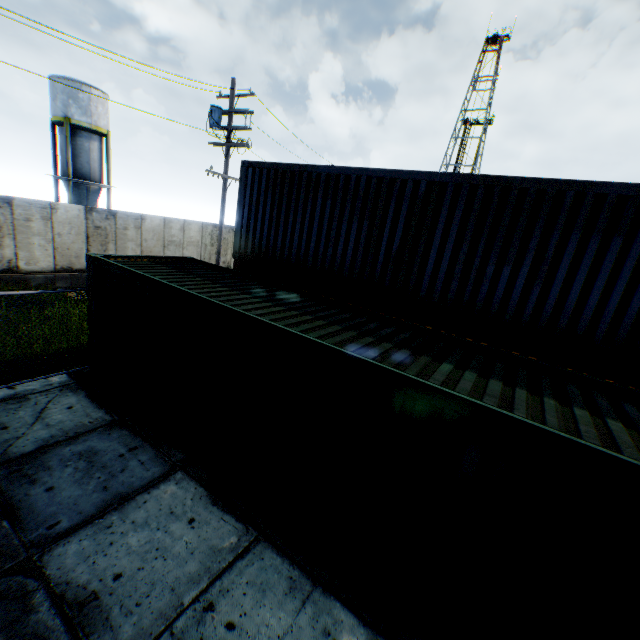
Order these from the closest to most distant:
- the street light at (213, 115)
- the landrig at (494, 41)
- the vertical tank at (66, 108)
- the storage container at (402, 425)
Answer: the storage container at (402, 425), the street light at (213, 115), the vertical tank at (66, 108), the landrig at (494, 41)

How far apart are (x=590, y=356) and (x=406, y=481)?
4.68m

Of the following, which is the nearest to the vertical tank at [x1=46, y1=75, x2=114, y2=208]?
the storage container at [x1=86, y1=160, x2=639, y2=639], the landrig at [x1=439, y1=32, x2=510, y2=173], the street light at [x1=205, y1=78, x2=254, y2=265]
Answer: the street light at [x1=205, y1=78, x2=254, y2=265]

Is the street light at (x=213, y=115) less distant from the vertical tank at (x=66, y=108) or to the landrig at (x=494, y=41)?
the vertical tank at (x=66, y=108)

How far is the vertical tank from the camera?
26.2m

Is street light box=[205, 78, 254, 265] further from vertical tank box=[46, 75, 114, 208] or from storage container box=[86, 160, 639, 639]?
vertical tank box=[46, 75, 114, 208]

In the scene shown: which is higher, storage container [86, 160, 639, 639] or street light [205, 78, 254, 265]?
street light [205, 78, 254, 265]
